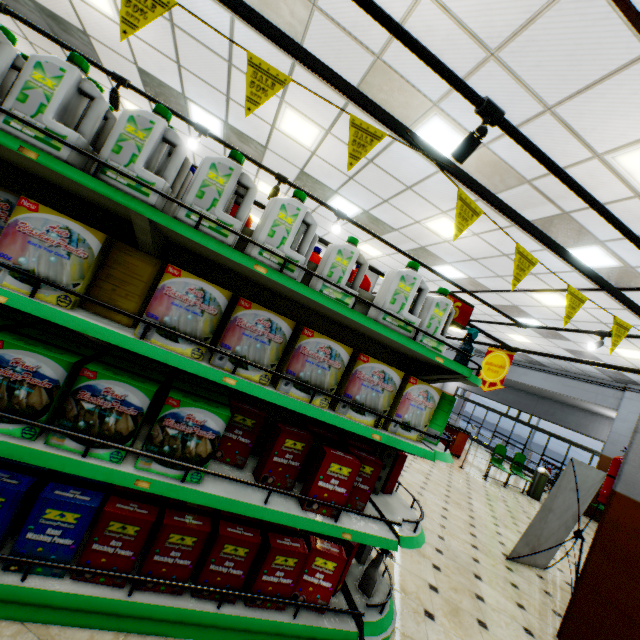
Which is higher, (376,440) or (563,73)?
(563,73)

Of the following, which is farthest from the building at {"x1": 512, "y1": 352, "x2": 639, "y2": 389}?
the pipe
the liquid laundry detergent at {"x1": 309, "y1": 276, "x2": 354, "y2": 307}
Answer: the liquid laundry detergent at {"x1": 309, "y1": 276, "x2": 354, "y2": 307}

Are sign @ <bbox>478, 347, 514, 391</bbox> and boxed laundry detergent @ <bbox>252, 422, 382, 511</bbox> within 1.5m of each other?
no

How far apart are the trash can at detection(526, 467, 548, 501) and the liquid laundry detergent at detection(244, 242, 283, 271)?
11.73m

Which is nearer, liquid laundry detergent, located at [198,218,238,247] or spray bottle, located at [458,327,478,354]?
liquid laundry detergent, located at [198,218,238,247]

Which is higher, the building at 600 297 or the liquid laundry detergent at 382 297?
the building at 600 297

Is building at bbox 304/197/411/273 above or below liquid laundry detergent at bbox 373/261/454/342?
above

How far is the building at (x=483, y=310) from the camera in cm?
1046
